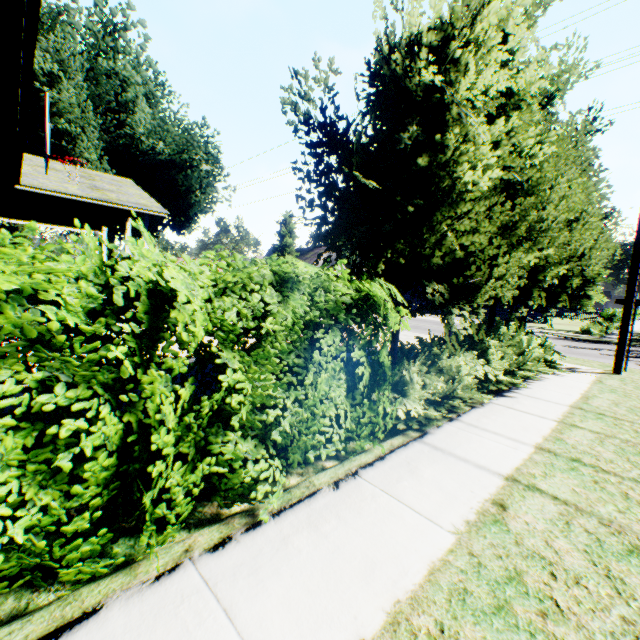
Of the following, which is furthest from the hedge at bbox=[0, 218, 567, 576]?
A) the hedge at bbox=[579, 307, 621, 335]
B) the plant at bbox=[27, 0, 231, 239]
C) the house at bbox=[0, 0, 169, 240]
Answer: the hedge at bbox=[579, 307, 621, 335]

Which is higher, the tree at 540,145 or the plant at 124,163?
the plant at 124,163

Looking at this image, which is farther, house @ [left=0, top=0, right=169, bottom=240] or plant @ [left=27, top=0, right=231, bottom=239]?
plant @ [left=27, top=0, right=231, bottom=239]

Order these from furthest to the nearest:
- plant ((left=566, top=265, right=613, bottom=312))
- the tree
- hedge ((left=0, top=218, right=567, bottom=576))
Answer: plant ((left=566, top=265, right=613, bottom=312)), the tree, hedge ((left=0, top=218, right=567, bottom=576))

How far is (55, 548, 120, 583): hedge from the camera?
1.9m

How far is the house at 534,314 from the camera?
31.44m

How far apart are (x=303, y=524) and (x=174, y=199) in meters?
30.1

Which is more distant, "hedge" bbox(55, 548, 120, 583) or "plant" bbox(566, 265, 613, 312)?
"plant" bbox(566, 265, 613, 312)
